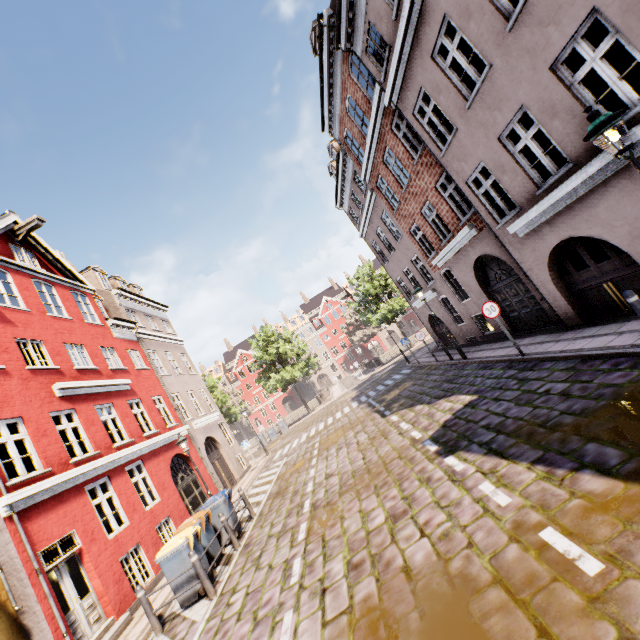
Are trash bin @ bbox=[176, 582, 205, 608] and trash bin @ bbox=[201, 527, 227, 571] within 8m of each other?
yes

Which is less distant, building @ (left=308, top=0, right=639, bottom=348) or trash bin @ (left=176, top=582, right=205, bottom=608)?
building @ (left=308, top=0, right=639, bottom=348)

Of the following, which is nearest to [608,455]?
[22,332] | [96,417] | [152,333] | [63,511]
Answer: [63,511]

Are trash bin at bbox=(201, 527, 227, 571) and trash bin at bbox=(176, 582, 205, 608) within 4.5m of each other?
yes

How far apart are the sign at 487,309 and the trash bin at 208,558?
10.1 meters

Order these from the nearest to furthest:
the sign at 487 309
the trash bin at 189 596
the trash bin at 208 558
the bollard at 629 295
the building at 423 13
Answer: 1. the bollard at 629 295
2. the building at 423 13
3. the trash bin at 189 596
4. the trash bin at 208 558
5. the sign at 487 309

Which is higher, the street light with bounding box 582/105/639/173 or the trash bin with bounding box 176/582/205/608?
the street light with bounding box 582/105/639/173

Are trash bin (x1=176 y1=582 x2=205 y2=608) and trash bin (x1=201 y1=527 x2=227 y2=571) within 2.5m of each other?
yes
